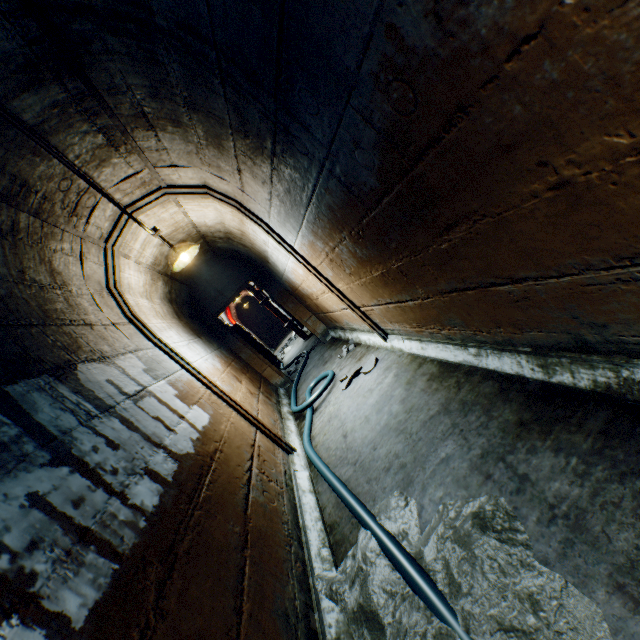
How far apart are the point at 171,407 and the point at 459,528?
1.9 meters

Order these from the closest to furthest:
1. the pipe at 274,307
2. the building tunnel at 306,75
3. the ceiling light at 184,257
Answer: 1. the building tunnel at 306,75
2. the ceiling light at 184,257
3. the pipe at 274,307

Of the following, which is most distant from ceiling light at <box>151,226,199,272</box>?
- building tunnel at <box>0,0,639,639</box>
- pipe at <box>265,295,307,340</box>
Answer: pipe at <box>265,295,307,340</box>

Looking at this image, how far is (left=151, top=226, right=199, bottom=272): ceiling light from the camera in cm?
378

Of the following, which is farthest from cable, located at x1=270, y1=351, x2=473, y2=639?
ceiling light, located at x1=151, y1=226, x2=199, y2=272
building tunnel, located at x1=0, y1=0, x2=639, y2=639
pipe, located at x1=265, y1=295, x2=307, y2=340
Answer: ceiling light, located at x1=151, y1=226, x2=199, y2=272

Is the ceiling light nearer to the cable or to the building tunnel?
the building tunnel

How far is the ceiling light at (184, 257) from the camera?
3.8m
